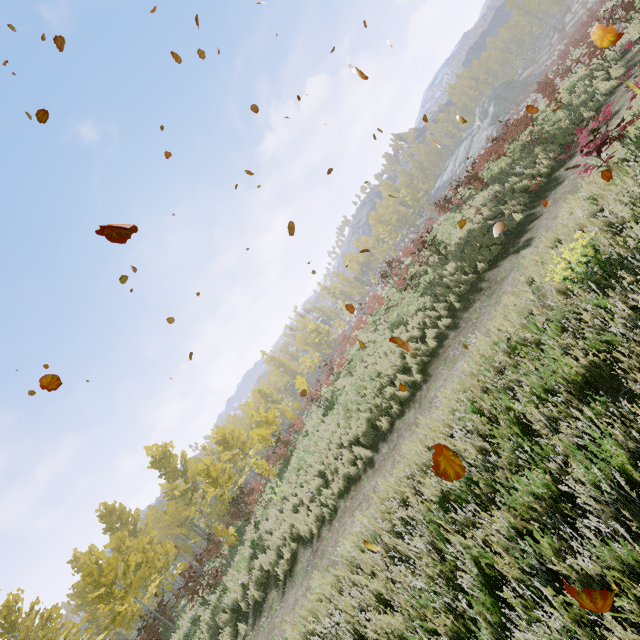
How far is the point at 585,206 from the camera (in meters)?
6.42

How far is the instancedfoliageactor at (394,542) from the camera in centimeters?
479cm

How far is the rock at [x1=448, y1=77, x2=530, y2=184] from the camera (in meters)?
47.36

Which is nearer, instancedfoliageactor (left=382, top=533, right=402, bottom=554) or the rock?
instancedfoliageactor (left=382, top=533, right=402, bottom=554)

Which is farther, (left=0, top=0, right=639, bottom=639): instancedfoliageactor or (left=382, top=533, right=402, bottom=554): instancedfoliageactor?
(left=0, top=0, right=639, bottom=639): instancedfoliageactor

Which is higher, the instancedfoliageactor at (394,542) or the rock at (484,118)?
the rock at (484,118)

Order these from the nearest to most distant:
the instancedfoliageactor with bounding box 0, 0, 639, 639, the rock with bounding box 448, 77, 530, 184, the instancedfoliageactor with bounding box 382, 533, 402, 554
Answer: the instancedfoliageactor with bounding box 382, 533, 402, 554 < the instancedfoliageactor with bounding box 0, 0, 639, 639 < the rock with bounding box 448, 77, 530, 184
